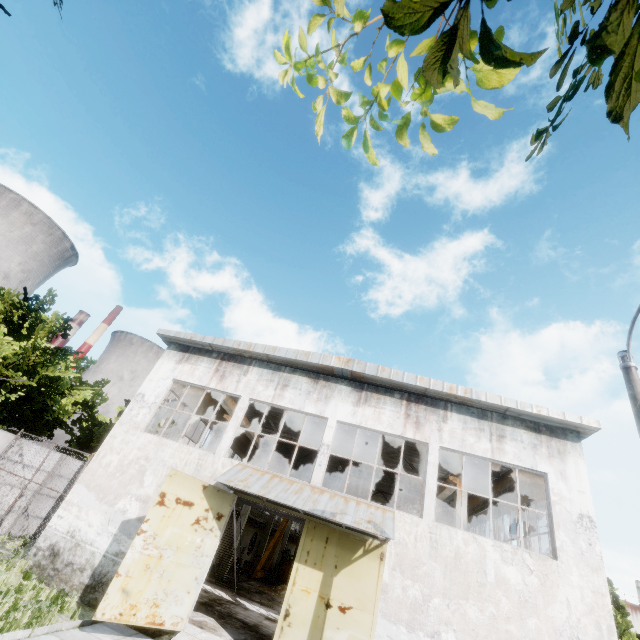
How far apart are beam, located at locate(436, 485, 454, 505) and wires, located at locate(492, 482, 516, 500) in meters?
2.4 m

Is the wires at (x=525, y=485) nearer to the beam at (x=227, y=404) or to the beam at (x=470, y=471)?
the beam at (x=470, y=471)

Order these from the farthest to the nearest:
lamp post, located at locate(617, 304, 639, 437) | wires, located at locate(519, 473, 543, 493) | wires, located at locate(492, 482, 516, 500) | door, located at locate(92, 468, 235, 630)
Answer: wires, located at locate(492, 482, 516, 500) < wires, located at locate(519, 473, 543, 493) < door, located at locate(92, 468, 235, 630) < lamp post, located at locate(617, 304, 639, 437)

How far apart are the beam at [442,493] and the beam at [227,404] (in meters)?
11.86

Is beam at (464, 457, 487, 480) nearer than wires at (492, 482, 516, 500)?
Yes

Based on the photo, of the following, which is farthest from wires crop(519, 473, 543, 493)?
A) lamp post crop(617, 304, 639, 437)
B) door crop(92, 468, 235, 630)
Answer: door crop(92, 468, 235, 630)

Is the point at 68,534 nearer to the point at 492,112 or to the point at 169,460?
the point at 169,460

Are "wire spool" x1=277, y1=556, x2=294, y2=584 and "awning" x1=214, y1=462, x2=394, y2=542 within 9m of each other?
no
